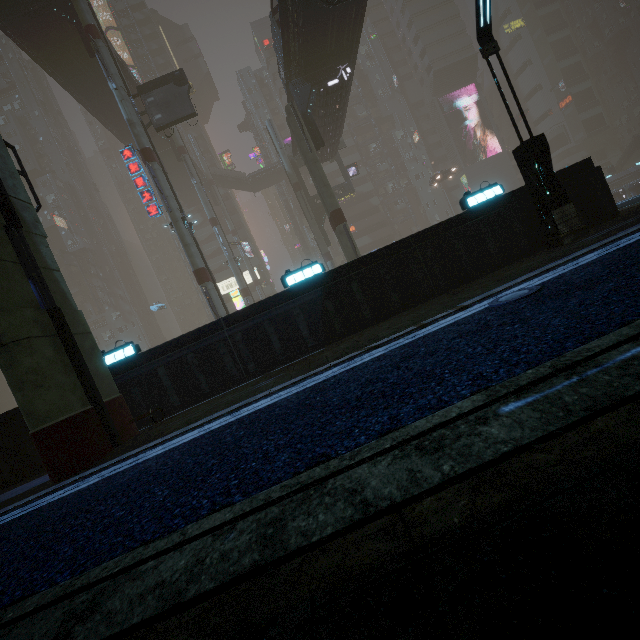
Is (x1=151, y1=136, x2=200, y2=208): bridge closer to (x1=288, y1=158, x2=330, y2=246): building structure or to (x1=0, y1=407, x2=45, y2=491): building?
(x1=288, y1=158, x2=330, y2=246): building structure

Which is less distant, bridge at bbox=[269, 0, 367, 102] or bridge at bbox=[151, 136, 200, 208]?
bridge at bbox=[269, 0, 367, 102]

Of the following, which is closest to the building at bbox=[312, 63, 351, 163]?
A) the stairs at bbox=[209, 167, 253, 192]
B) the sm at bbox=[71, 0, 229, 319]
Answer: the sm at bbox=[71, 0, 229, 319]

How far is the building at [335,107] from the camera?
23.86m

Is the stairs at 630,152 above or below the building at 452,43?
below

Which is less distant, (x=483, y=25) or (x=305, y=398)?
(x=305, y=398)

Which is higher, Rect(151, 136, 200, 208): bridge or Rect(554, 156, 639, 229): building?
Rect(151, 136, 200, 208): bridge

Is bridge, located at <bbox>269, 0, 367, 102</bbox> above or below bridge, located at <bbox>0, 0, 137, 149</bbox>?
below
